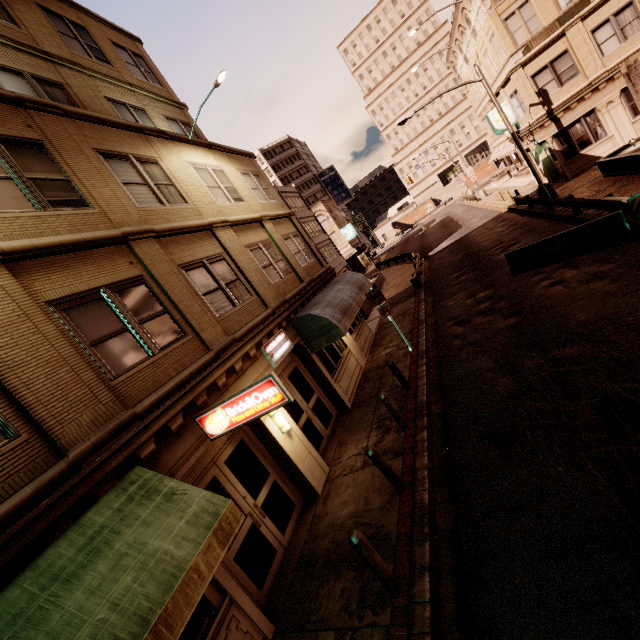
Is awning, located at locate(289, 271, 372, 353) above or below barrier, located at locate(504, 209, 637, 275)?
above

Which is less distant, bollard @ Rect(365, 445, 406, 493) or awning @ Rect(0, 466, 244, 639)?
awning @ Rect(0, 466, 244, 639)

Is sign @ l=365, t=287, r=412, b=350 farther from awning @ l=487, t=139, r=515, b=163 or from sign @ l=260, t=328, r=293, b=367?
awning @ l=487, t=139, r=515, b=163

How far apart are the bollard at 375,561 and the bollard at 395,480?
1.7 meters

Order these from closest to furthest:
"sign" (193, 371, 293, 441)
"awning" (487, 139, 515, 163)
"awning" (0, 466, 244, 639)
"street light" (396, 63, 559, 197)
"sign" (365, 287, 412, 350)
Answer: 1. "awning" (0, 466, 244, 639)
2. "sign" (193, 371, 293, 441)
3. "sign" (365, 287, 412, 350)
4. "street light" (396, 63, 559, 197)
5. "awning" (487, 139, 515, 163)

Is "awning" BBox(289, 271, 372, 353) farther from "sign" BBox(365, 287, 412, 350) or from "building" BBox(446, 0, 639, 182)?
"building" BBox(446, 0, 639, 182)

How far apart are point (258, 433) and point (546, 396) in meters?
6.8

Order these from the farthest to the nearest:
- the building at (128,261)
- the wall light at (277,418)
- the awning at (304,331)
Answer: the awning at (304,331), the wall light at (277,418), the building at (128,261)
